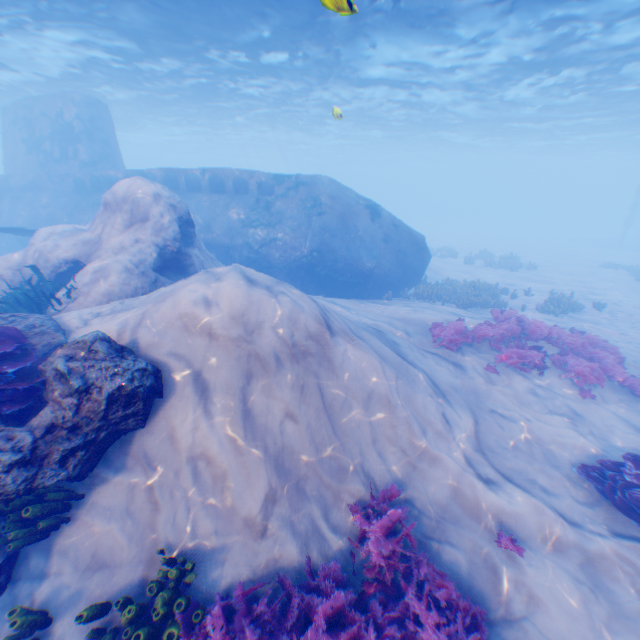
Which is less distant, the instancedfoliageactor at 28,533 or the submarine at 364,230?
the instancedfoliageactor at 28,533

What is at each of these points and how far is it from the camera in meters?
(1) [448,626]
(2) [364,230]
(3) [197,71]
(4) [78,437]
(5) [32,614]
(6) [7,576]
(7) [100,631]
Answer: (1) instancedfoliageactor, 4.3 m
(2) submarine, 15.7 m
(3) light, 20.6 m
(4) rock, 4.7 m
(5) instancedfoliageactor, 4.1 m
(6) rock, 4.8 m
(7) instancedfoliageactor, 4.2 m

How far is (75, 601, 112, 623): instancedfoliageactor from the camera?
3.9 meters

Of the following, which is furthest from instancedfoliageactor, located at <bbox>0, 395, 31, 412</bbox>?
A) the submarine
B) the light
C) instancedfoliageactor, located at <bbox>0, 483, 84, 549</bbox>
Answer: the light

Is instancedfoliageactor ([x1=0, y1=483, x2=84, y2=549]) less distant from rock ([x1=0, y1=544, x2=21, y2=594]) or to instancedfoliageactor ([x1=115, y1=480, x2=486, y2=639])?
rock ([x1=0, y1=544, x2=21, y2=594])

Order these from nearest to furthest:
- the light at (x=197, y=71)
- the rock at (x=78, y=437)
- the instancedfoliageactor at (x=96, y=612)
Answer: the instancedfoliageactor at (x=96, y=612) → the rock at (x=78, y=437) → the light at (x=197, y=71)

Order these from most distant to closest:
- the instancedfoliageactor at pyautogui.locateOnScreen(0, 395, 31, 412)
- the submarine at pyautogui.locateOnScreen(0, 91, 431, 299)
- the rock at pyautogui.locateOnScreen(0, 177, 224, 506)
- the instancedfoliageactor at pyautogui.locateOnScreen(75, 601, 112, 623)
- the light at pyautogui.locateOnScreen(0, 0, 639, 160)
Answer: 1. the submarine at pyautogui.locateOnScreen(0, 91, 431, 299)
2. the light at pyautogui.locateOnScreen(0, 0, 639, 160)
3. the instancedfoliageactor at pyautogui.locateOnScreen(0, 395, 31, 412)
4. the rock at pyautogui.locateOnScreen(0, 177, 224, 506)
5. the instancedfoliageactor at pyautogui.locateOnScreen(75, 601, 112, 623)

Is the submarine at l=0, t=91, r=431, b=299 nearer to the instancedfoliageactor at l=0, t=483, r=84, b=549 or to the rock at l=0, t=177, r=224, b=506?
the rock at l=0, t=177, r=224, b=506
